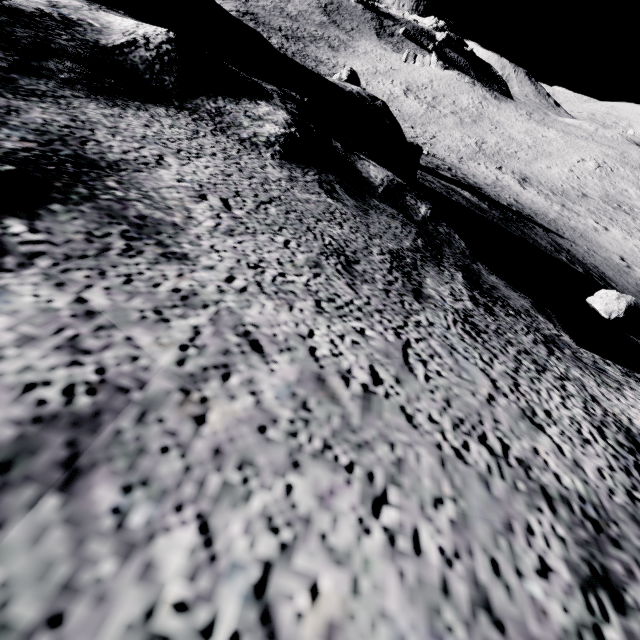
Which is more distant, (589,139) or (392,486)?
(589,139)

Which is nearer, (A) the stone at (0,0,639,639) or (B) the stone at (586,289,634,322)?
(A) the stone at (0,0,639,639)

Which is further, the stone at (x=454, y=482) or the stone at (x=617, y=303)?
the stone at (x=617, y=303)

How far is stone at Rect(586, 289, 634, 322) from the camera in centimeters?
598cm

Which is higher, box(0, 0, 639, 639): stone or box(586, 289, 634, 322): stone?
box(0, 0, 639, 639): stone

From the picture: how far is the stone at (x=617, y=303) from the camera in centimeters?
598cm
